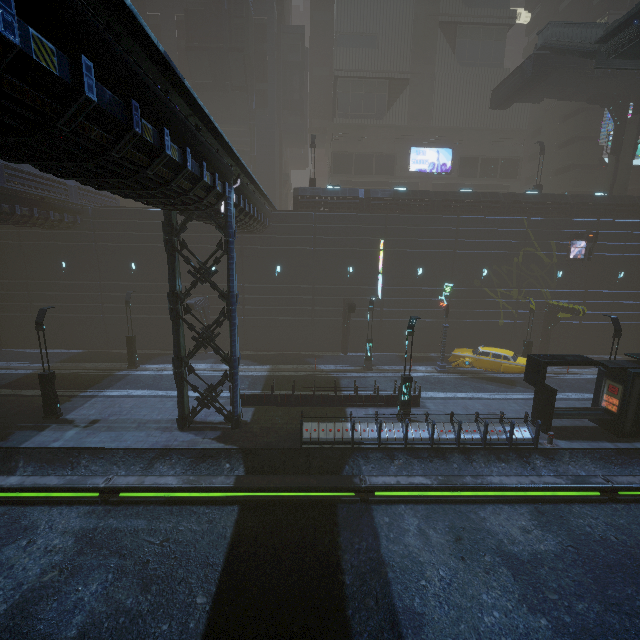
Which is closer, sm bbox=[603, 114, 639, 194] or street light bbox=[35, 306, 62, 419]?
street light bbox=[35, 306, 62, 419]

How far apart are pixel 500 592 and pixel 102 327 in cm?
3138

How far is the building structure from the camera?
28.5 meters

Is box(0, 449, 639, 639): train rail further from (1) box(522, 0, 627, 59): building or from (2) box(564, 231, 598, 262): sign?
(2) box(564, 231, 598, 262): sign

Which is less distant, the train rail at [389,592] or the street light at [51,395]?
the train rail at [389,592]

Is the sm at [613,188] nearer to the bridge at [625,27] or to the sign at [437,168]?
the sign at [437,168]

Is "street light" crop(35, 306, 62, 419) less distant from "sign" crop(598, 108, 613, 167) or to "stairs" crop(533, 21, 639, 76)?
"stairs" crop(533, 21, 639, 76)

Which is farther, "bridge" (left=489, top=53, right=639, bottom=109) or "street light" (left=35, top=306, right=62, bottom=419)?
"bridge" (left=489, top=53, right=639, bottom=109)
